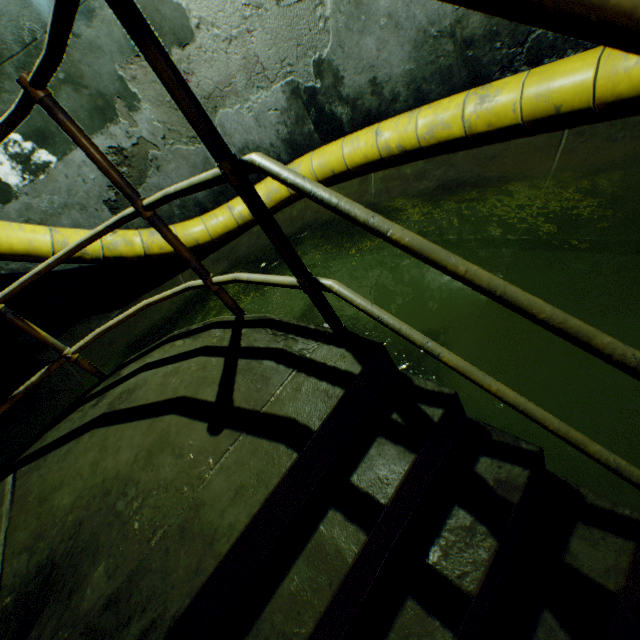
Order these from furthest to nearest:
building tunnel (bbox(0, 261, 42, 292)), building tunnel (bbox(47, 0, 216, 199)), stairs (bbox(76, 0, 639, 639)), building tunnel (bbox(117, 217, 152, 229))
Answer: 1. building tunnel (bbox(117, 217, 152, 229))
2. building tunnel (bbox(0, 261, 42, 292))
3. building tunnel (bbox(47, 0, 216, 199))
4. stairs (bbox(76, 0, 639, 639))

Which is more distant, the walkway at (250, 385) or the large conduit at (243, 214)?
the large conduit at (243, 214)

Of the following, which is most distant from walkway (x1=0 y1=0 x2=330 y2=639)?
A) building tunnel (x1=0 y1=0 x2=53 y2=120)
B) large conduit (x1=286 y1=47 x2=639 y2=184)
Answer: large conduit (x1=286 y1=47 x2=639 y2=184)

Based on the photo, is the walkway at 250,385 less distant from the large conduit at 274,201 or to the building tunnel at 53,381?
the building tunnel at 53,381

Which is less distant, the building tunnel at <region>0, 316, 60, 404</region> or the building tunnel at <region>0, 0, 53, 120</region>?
the building tunnel at <region>0, 0, 53, 120</region>

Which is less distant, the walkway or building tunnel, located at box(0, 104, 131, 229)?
the walkway

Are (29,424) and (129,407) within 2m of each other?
no
